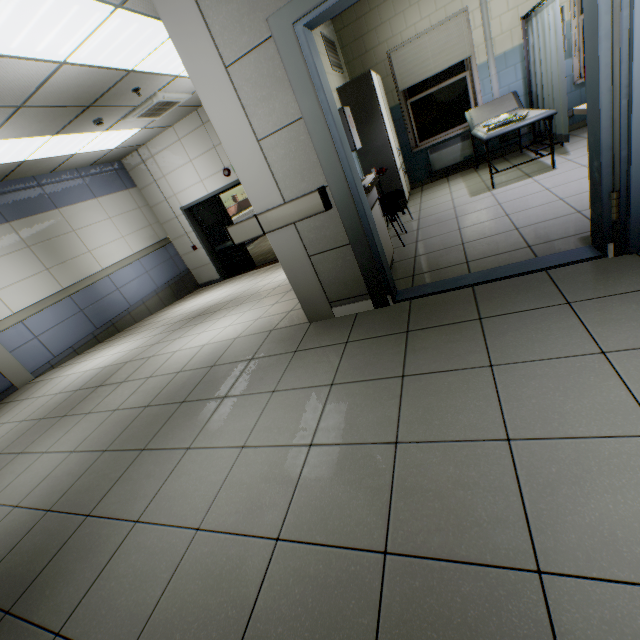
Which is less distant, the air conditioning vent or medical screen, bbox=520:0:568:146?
medical screen, bbox=520:0:568:146

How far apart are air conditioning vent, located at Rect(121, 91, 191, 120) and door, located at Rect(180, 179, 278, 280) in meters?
1.9 m

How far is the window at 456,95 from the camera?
5.9 meters

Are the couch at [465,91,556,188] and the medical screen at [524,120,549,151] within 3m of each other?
yes

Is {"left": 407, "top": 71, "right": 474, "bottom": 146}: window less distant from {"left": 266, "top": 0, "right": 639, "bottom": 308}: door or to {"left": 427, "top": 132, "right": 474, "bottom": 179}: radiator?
{"left": 427, "top": 132, "right": 474, "bottom": 179}: radiator

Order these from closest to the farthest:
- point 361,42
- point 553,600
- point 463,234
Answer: point 553,600, point 463,234, point 361,42

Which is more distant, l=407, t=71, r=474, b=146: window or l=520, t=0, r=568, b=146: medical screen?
l=407, t=71, r=474, b=146: window

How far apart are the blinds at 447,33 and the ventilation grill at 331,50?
0.87m
